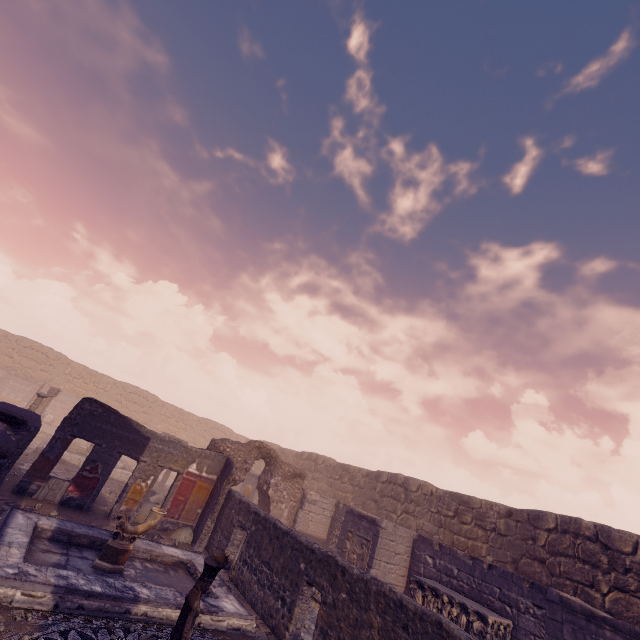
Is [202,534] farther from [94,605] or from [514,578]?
[514,578]

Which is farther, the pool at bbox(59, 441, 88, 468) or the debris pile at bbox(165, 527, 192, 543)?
the pool at bbox(59, 441, 88, 468)

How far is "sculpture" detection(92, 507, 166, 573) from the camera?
6.84m

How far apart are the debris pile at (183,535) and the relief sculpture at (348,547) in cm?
Result: 517

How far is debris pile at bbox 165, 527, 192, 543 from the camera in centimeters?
1067cm

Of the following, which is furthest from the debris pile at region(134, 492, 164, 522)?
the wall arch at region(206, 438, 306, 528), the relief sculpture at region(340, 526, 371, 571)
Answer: the relief sculpture at region(340, 526, 371, 571)

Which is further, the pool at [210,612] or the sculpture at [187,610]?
the pool at [210,612]

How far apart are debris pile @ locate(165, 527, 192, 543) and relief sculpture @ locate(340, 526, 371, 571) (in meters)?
5.17
